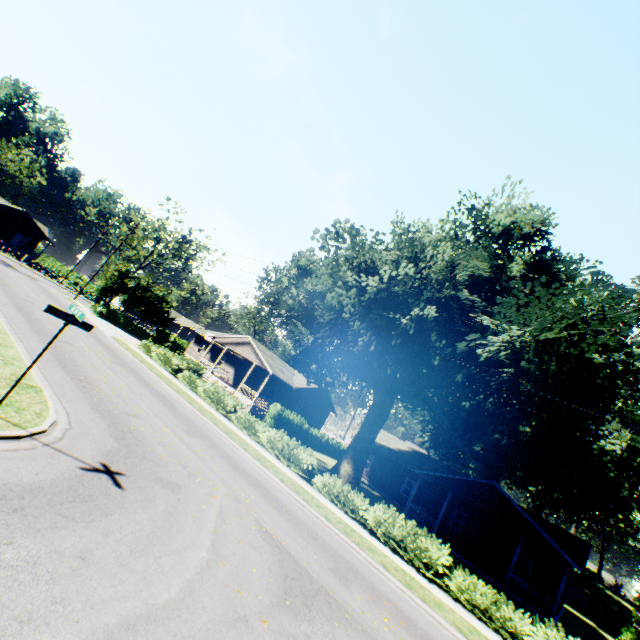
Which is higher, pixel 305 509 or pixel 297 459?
pixel 297 459

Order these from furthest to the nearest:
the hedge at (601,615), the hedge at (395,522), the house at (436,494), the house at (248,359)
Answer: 1. the house at (248,359)
2. the hedge at (601,615)
3. the house at (436,494)
4. the hedge at (395,522)

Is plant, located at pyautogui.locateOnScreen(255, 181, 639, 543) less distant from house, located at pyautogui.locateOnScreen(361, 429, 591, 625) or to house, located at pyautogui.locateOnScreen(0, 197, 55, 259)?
house, located at pyautogui.locateOnScreen(361, 429, 591, 625)

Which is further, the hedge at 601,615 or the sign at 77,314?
the hedge at 601,615

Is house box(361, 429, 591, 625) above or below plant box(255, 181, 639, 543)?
below

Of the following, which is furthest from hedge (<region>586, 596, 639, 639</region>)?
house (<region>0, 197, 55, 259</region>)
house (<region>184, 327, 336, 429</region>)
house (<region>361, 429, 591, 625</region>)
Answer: house (<region>0, 197, 55, 259</region>)

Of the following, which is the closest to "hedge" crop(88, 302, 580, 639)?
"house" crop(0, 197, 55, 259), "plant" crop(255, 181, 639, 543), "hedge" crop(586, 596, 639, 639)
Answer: "plant" crop(255, 181, 639, 543)

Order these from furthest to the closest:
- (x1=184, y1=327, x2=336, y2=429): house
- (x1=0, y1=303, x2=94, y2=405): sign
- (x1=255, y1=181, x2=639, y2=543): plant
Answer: (x1=184, y1=327, x2=336, y2=429): house
(x1=255, y1=181, x2=639, y2=543): plant
(x1=0, y1=303, x2=94, y2=405): sign
